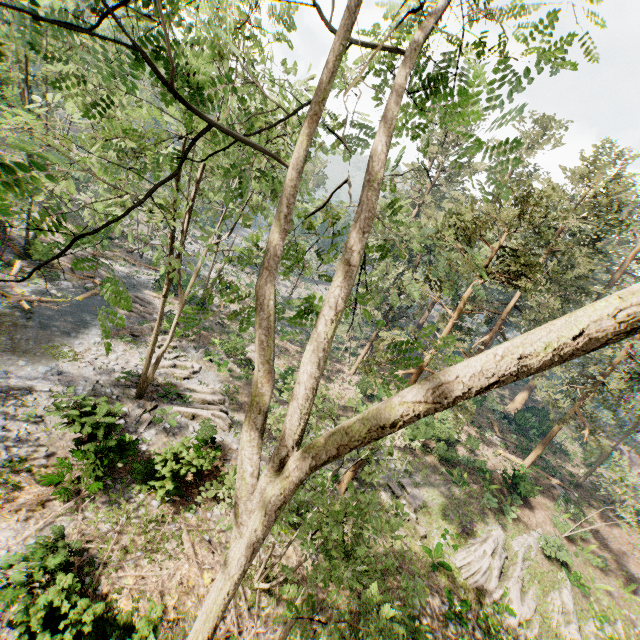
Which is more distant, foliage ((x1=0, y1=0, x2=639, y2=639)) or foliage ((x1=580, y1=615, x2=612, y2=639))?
foliage ((x1=580, y1=615, x2=612, y2=639))

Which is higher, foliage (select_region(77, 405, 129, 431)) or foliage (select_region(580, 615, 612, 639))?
foliage (select_region(77, 405, 129, 431))

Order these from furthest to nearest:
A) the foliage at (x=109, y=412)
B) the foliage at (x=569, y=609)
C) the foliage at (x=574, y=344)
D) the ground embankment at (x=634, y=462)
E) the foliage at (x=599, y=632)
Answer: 1. the ground embankment at (x=634, y=462)
2. the foliage at (x=599, y=632)
3. the foliage at (x=569, y=609)
4. the foliage at (x=109, y=412)
5. the foliage at (x=574, y=344)

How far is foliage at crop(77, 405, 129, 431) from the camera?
12.0m

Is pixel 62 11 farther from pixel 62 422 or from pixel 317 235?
pixel 62 422

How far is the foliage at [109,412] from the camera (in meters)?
11.98

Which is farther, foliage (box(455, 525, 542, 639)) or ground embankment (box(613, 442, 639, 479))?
ground embankment (box(613, 442, 639, 479))
